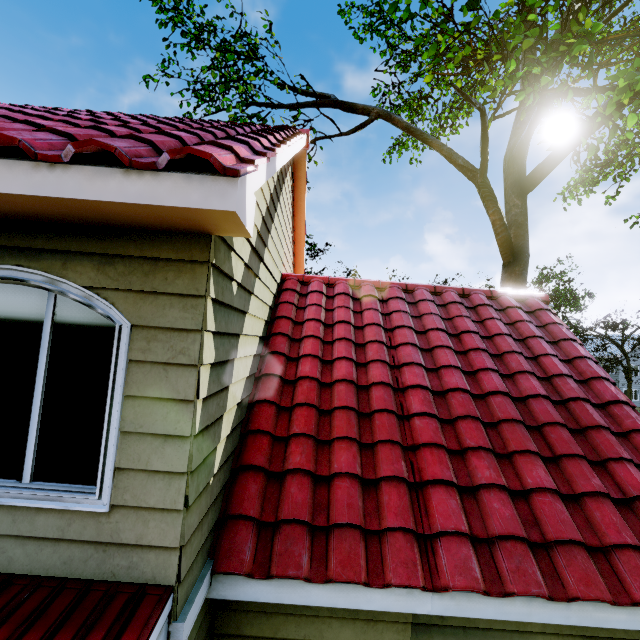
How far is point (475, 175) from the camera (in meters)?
12.41
